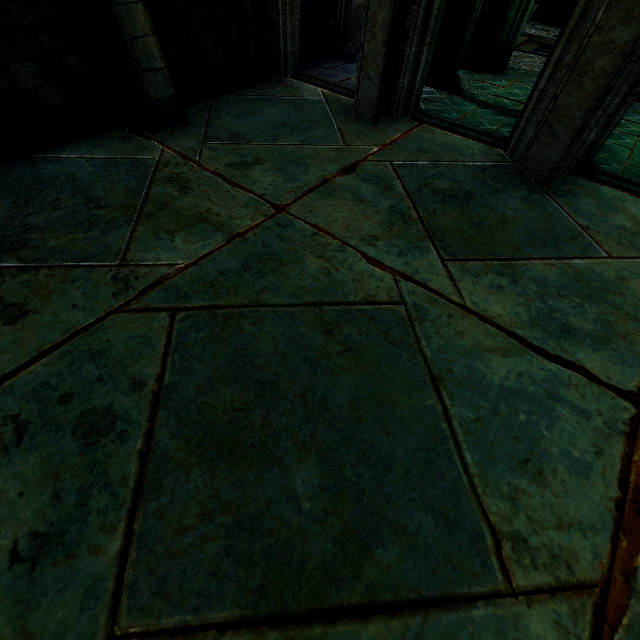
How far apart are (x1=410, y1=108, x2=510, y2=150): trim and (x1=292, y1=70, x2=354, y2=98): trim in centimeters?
101cm

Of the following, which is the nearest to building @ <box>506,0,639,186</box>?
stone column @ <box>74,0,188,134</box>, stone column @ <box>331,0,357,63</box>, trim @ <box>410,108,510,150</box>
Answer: trim @ <box>410,108,510,150</box>

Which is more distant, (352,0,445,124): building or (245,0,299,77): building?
(245,0,299,77): building

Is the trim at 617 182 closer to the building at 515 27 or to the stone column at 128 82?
the building at 515 27

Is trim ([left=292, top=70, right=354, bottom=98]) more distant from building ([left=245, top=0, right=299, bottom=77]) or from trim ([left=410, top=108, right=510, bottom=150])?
trim ([left=410, top=108, right=510, bottom=150])

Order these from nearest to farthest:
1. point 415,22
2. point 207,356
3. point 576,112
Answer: point 207,356 → point 576,112 → point 415,22

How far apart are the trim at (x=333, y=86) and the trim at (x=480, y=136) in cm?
101

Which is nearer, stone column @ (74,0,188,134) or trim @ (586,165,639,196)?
stone column @ (74,0,188,134)
